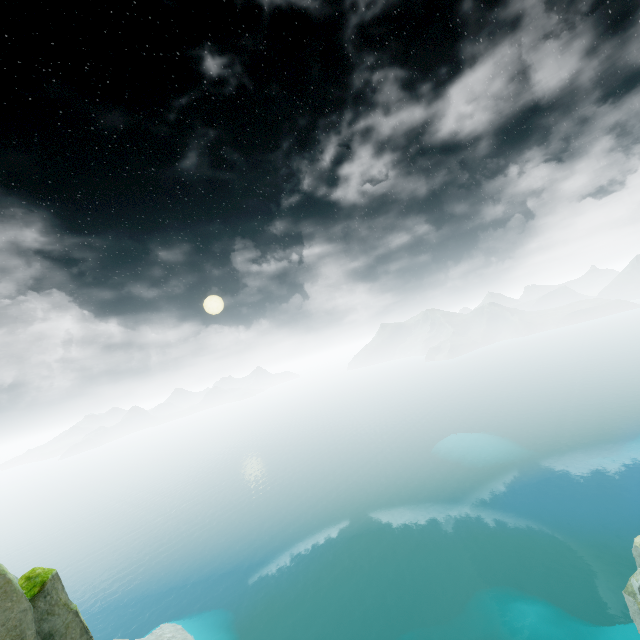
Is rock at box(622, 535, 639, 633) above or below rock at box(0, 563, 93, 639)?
below

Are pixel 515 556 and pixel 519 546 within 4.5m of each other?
yes

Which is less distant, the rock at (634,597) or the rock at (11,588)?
the rock at (11,588)

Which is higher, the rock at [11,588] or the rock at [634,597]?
the rock at [11,588]

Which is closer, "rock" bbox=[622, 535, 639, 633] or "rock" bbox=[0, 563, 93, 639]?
"rock" bbox=[0, 563, 93, 639]
